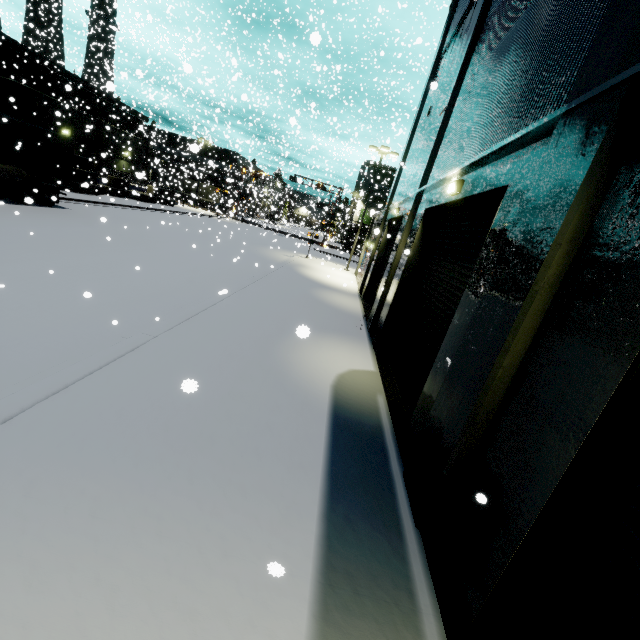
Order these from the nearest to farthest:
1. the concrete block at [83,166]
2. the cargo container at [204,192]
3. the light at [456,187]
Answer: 1. the light at [456,187]
2. the concrete block at [83,166]
3. the cargo container at [204,192]

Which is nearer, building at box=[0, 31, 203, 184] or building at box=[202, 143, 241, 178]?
building at box=[0, 31, 203, 184]

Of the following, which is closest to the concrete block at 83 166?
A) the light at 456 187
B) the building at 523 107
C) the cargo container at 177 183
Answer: the building at 523 107

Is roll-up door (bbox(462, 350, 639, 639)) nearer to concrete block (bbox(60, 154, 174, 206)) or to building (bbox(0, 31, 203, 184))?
building (bbox(0, 31, 203, 184))

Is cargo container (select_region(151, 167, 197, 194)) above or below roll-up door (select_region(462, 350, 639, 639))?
above

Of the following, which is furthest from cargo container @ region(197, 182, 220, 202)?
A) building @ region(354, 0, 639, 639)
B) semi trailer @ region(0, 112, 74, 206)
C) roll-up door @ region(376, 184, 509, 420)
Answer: roll-up door @ region(376, 184, 509, 420)

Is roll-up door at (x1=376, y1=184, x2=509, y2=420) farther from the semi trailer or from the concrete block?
the concrete block

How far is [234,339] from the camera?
7.6m
